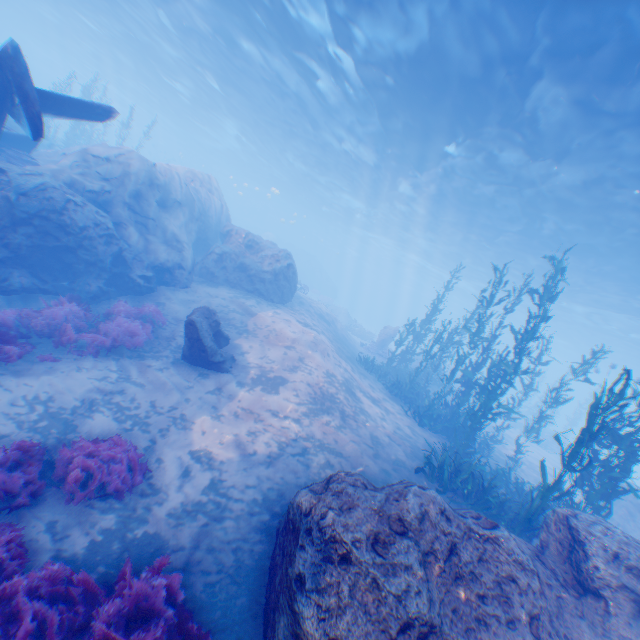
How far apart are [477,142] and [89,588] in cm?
1993

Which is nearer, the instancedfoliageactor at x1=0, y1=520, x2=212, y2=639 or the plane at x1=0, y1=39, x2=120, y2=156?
the instancedfoliageactor at x1=0, y1=520, x2=212, y2=639

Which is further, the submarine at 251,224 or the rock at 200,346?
the submarine at 251,224

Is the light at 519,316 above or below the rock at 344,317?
above

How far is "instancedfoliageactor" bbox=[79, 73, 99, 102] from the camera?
24.56m

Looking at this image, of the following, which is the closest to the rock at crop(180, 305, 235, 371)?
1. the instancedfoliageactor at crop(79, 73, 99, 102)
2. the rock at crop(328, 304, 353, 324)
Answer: the instancedfoliageactor at crop(79, 73, 99, 102)

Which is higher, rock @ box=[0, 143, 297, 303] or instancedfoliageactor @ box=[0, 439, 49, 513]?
rock @ box=[0, 143, 297, 303]

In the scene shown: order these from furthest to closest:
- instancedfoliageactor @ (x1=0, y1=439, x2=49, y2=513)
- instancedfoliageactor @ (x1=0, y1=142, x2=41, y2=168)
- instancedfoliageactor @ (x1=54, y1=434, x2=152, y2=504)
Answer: instancedfoliageactor @ (x1=0, y1=142, x2=41, y2=168) < instancedfoliageactor @ (x1=54, y1=434, x2=152, y2=504) < instancedfoliageactor @ (x1=0, y1=439, x2=49, y2=513)
